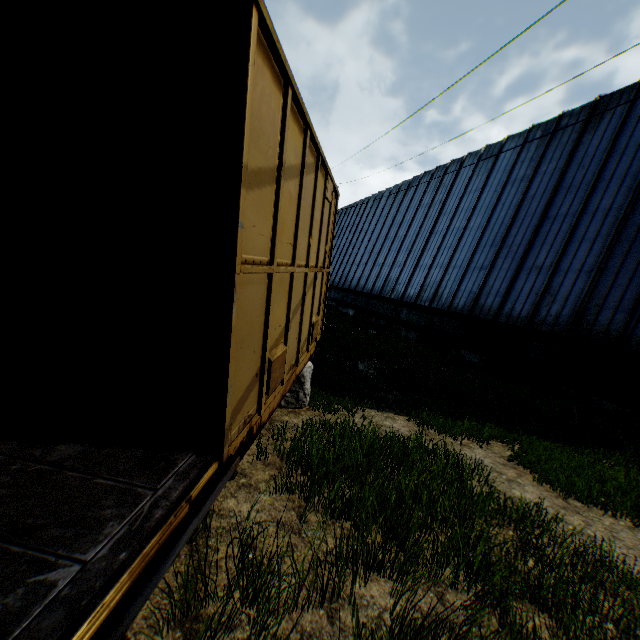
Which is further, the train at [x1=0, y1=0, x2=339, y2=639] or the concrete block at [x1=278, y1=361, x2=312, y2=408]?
the concrete block at [x1=278, y1=361, x2=312, y2=408]

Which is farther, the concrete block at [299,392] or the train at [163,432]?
the concrete block at [299,392]

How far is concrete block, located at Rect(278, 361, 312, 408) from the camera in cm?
588

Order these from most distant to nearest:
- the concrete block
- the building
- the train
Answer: the building → the concrete block → the train

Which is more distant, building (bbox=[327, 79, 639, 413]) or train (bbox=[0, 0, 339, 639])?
building (bbox=[327, 79, 639, 413])

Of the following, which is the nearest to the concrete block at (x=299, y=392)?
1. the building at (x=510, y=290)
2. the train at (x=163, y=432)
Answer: the train at (x=163, y=432)

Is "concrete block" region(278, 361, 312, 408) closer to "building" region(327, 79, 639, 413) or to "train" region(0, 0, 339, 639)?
"train" region(0, 0, 339, 639)

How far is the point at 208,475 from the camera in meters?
2.3
